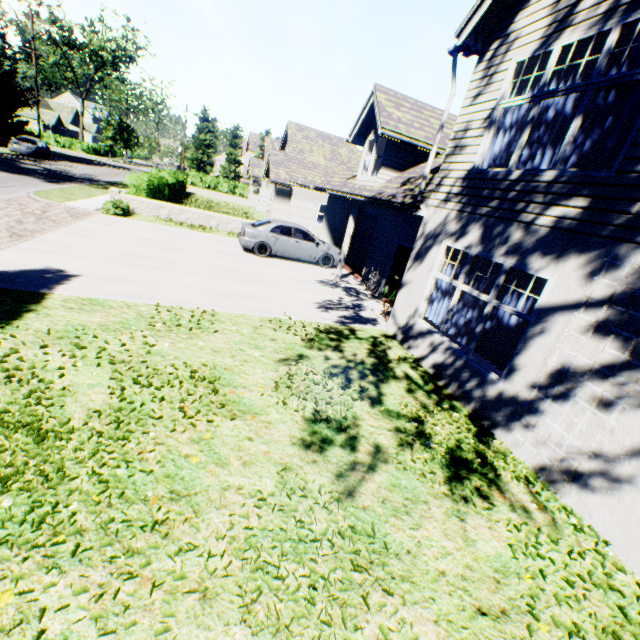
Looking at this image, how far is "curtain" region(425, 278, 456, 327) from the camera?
7.48m

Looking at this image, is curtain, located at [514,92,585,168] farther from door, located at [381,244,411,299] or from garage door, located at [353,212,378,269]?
garage door, located at [353,212,378,269]

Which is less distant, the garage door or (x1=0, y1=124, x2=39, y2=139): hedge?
the garage door

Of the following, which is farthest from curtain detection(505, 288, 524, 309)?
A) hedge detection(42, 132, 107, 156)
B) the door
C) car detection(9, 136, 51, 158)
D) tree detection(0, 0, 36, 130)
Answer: car detection(9, 136, 51, 158)

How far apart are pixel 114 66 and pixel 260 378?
73.6 meters

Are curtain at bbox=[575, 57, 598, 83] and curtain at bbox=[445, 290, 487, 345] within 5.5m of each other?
yes

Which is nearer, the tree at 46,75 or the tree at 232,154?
the tree at 46,75

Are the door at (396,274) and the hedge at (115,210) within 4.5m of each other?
no
